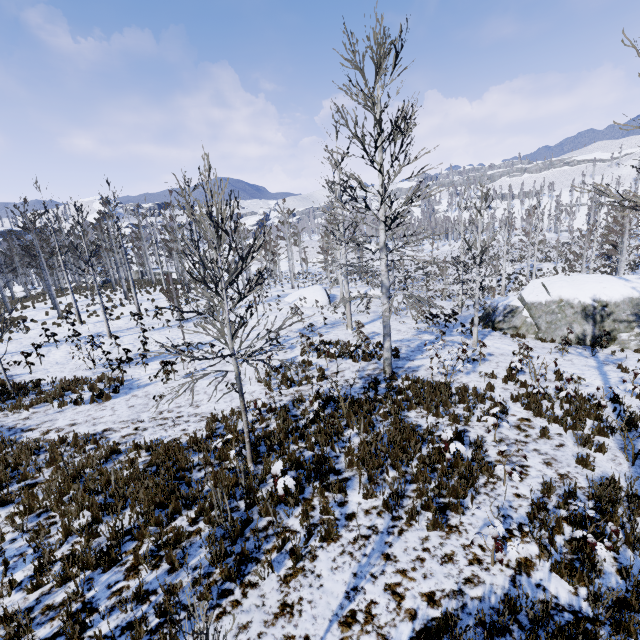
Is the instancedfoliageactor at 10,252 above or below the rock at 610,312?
above

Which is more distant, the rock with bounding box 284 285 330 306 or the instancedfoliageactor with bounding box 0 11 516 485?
the rock with bounding box 284 285 330 306

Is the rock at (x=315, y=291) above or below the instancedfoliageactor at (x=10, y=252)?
below

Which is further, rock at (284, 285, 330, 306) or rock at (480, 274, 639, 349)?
rock at (284, 285, 330, 306)

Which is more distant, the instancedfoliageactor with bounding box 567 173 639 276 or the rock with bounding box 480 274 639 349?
the rock with bounding box 480 274 639 349

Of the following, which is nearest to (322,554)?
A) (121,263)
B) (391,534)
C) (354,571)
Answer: (354,571)

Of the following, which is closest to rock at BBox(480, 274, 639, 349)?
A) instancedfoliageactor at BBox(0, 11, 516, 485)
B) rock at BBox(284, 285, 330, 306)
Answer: instancedfoliageactor at BBox(0, 11, 516, 485)
